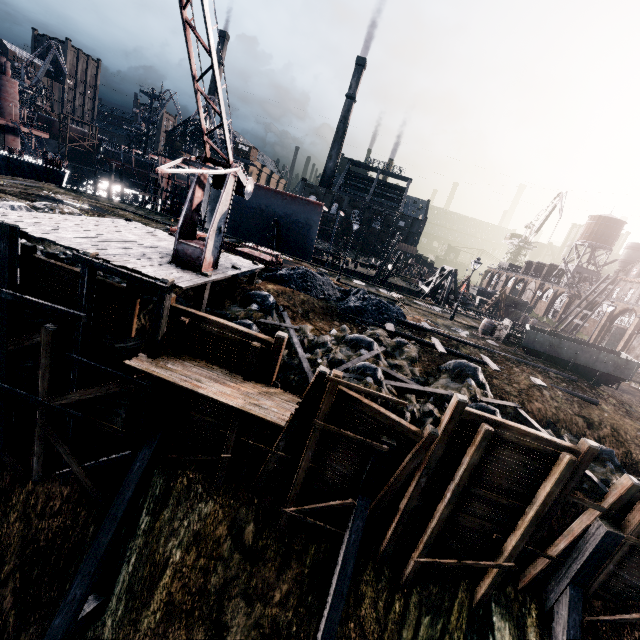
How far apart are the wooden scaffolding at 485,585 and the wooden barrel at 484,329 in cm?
1664

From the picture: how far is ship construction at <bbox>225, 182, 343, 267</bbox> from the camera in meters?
36.6 m

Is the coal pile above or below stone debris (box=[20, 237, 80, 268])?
above

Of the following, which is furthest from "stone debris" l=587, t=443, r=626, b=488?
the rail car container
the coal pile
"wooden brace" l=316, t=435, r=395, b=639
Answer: the rail car container

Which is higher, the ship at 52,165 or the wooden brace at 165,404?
the ship at 52,165

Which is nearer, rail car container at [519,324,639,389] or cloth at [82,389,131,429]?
cloth at [82,389,131,429]

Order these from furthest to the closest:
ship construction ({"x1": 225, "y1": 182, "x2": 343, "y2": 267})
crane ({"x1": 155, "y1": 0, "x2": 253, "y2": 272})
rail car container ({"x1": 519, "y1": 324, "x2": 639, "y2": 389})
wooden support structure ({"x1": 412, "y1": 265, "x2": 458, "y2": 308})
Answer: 1. wooden support structure ({"x1": 412, "y1": 265, "x2": 458, "y2": 308})
2. ship construction ({"x1": 225, "y1": 182, "x2": 343, "y2": 267})
3. rail car container ({"x1": 519, "y1": 324, "x2": 639, "y2": 389})
4. crane ({"x1": 155, "y1": 0, "x2": 253, "y2": 272})

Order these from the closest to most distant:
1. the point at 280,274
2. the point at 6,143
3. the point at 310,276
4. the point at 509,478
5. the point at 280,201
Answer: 1. the point at 509,478
2. the point at 280,274
3. the point at 310,276
4. the point at 280,201
5. the point at 6,143
